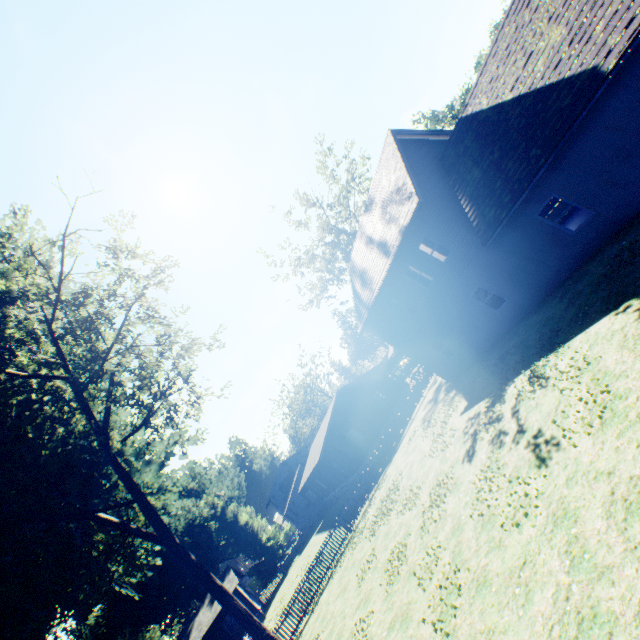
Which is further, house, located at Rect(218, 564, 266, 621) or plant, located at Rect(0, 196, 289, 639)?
house, located at Rect(218, 564, 266, 621)

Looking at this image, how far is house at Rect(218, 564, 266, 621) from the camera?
34.7 meters

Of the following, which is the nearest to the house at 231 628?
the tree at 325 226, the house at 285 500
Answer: the house at 285 500

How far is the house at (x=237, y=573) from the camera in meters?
34.7 m

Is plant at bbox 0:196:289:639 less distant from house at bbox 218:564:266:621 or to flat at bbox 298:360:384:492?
house at bbox 218:564:266:621

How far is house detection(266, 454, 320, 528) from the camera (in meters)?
47.12

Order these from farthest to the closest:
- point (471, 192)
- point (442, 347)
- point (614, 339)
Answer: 1. point (442, 347)
2. point (471, 192)
3. point (614, 339)

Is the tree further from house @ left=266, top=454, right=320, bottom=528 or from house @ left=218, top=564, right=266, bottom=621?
house @ left=218, top=564, right=266, bottom=621
